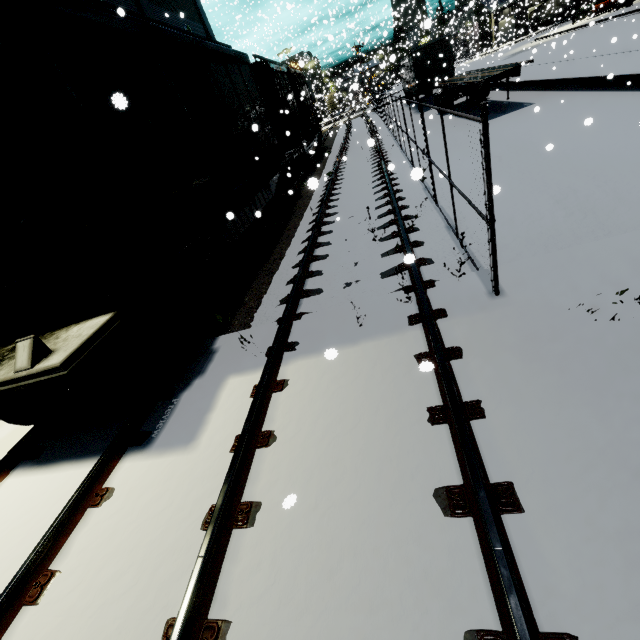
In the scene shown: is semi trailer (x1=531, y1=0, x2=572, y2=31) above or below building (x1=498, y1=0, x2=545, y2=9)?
below

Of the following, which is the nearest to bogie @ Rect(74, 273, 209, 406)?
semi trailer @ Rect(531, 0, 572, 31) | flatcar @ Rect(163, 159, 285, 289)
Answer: flatcar @ Rect(163, 159, 285, 289)

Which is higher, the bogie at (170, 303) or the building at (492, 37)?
the building at (492, 37)

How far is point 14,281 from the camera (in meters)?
3.88

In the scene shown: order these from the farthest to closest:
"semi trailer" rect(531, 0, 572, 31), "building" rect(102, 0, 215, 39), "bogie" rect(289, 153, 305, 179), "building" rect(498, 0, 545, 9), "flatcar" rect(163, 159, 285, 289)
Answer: "building" rect(498, 0, 545, 9), "semi trailer" rect(531, 0, 572, 31), "bogie" rect(289, 153, 305, 179), "building" rect(102, 0, 215, 39), "flatcar" rect(163, 159, 285, 289)

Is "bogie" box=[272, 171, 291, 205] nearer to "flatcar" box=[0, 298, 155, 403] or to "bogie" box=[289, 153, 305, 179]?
"flatcar" box=[0, 298, 155, 403]

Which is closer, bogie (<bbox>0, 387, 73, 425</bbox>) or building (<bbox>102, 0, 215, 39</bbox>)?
bogie (<bbox>0, 387, 73, 425</bbox>)

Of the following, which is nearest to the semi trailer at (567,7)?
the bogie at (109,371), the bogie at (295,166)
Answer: the bogie at (295,166)
